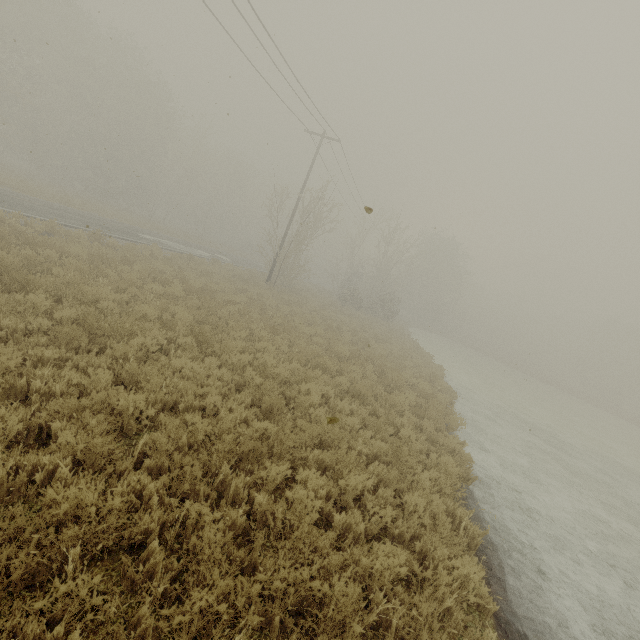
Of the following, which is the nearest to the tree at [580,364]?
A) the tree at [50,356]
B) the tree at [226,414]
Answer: the tree at [226,414]

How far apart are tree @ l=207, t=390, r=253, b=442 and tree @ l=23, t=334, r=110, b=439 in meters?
1.4 m

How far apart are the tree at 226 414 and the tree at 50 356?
1.44m

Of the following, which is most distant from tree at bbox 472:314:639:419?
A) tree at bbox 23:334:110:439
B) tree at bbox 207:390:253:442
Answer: tree at bbox 23:334:110:439

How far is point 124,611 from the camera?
2.80m

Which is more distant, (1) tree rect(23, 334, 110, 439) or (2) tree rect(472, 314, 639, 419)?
(2) tree rect(472, 314, 639, 419)
